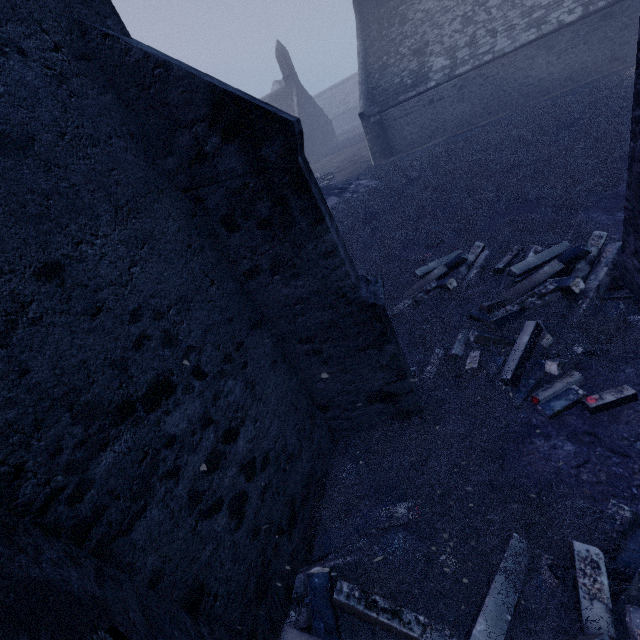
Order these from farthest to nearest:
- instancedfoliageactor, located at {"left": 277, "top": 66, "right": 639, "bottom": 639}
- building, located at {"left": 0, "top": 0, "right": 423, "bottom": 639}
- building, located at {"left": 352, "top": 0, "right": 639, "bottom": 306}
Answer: building, located at {"left": 352, "top": 0, "right": 639, "bottom": 306} < instancedfoliageactor, located at {"left": 277, "top": 66, "right": 639, "bottom": 639} < building, located at {"left": 0, "top": 0, "right": 423, "bottom": 639}

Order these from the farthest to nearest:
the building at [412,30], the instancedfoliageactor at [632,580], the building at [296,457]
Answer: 1. the building at [412,30]
2. the instancedfoliageactor at [632,580]
3. the building at [296,457]

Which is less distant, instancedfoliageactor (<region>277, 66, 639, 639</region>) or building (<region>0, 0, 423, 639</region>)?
building (<region>0, 0, 423, 639</region>)

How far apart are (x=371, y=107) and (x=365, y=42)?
5.18m

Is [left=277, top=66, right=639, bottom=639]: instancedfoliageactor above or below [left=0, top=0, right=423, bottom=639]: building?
below

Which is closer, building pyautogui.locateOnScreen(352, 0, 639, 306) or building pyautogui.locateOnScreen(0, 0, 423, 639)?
building pyautogui.locateOnScreen(0, 0, 423, 639)

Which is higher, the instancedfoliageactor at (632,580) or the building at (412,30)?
the building at (412,30)
